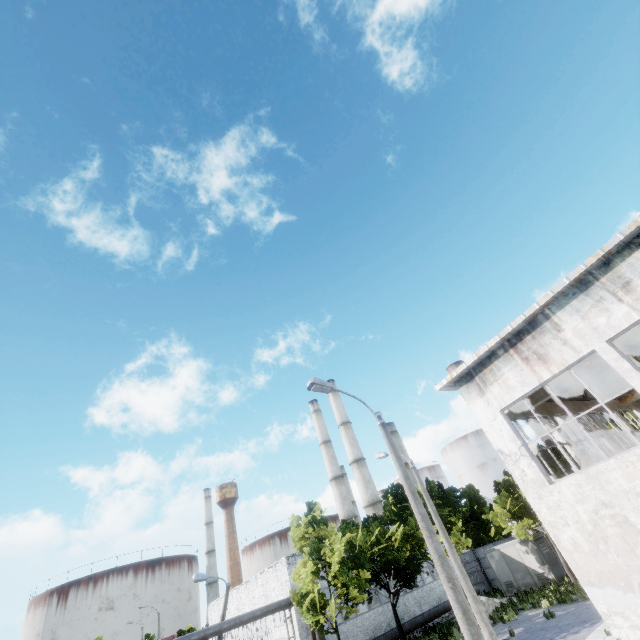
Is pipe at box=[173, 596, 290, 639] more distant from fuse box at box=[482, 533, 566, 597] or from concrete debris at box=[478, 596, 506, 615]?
fuse box at box=[482, 533, 566, 597]

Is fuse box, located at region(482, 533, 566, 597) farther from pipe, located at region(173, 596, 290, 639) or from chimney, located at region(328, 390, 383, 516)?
chimney, located at region(328, 390, 383, 516)

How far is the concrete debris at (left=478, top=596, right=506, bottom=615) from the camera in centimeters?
2548cm

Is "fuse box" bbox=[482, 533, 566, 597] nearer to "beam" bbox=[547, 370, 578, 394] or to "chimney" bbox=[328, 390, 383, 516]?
"chimney" bbox=[328, 390, 383, 516]

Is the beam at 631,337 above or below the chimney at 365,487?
below

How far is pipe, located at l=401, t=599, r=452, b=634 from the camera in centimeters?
2492cm

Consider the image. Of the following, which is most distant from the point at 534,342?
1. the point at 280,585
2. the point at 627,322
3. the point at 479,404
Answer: the point at 280,585

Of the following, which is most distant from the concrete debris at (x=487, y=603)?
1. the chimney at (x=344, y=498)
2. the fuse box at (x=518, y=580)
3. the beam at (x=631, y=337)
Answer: the beam at (x=631, y=337)
